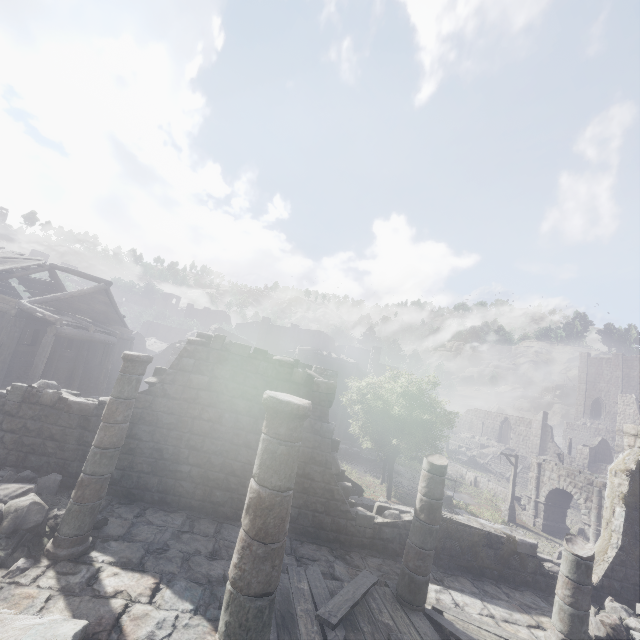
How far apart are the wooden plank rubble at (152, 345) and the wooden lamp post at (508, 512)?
43.7m

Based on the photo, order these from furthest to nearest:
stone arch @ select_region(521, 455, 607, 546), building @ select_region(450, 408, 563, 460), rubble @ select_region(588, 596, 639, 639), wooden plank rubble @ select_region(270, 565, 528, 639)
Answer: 1. building @ select_region(450, 408, 563, 460)
2. stone arch @ select_region(521, 455, 607, 546)
3. rubble @ select_region(588, 596, 639, 639)
4. wooden plank rubble @ select_region(270, 565, 528, 639)

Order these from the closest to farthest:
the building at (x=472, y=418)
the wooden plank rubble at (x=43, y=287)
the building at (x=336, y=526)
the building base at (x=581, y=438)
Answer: the building at (x=336, y=526), the wooden plank rubble at (x=43, y=287), the building at (x=472, y=418), the building base at (x=581, y=438)

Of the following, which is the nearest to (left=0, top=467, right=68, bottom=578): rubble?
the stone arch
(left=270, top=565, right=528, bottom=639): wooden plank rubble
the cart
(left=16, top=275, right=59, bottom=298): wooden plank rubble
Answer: (left=270, top=565, right=528, bottom=639): wooden plank rubble

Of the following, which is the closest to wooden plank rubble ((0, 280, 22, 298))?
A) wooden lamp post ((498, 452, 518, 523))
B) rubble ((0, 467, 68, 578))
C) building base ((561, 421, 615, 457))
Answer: rubble ((0, 467, 68, 578))

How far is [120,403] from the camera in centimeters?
667cm

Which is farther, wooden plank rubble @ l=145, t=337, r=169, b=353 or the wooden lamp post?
wooden plank rubble @ l=145, t=337, r=169, b=353

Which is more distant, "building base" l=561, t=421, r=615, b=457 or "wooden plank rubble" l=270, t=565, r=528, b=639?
"building base" l=561, t=421, r=615, b=457
